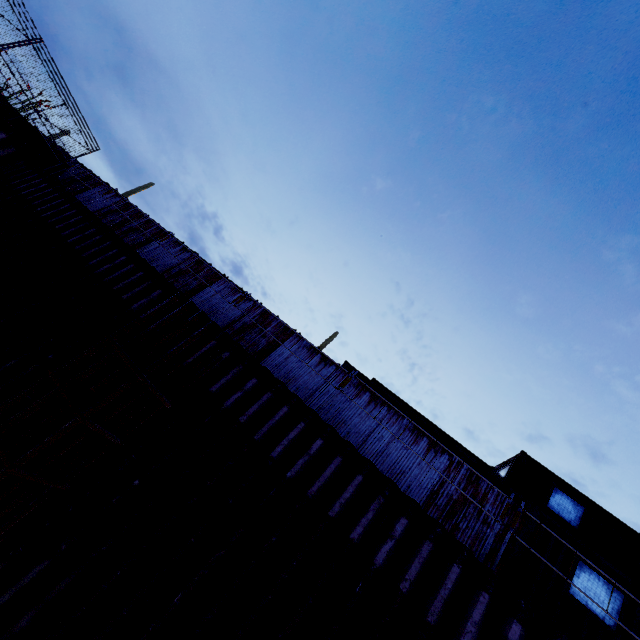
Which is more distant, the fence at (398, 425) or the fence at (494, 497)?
the fence at (398, 425)

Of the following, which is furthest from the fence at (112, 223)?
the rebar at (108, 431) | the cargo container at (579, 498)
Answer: the rebar at (108, 431)

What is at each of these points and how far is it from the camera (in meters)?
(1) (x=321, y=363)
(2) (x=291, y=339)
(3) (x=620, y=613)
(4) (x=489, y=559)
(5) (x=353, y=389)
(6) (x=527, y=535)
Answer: (1) fence, 10.32
(2) fence, 10.85
(3) cargo container, 6.74
(4) fence, 7.28
(5) fence, 9.76
(6) cargo container, 7.55

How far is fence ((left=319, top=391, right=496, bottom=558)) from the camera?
7.6m

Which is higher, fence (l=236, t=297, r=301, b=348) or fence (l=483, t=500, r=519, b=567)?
fence (l=236, t=297, r=301, b=348)

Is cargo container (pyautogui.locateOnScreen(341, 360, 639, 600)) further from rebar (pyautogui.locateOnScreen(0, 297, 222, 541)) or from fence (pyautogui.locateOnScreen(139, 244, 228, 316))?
rebar (pyautogui.locateOnScreen(0, 297, 222, 541))
